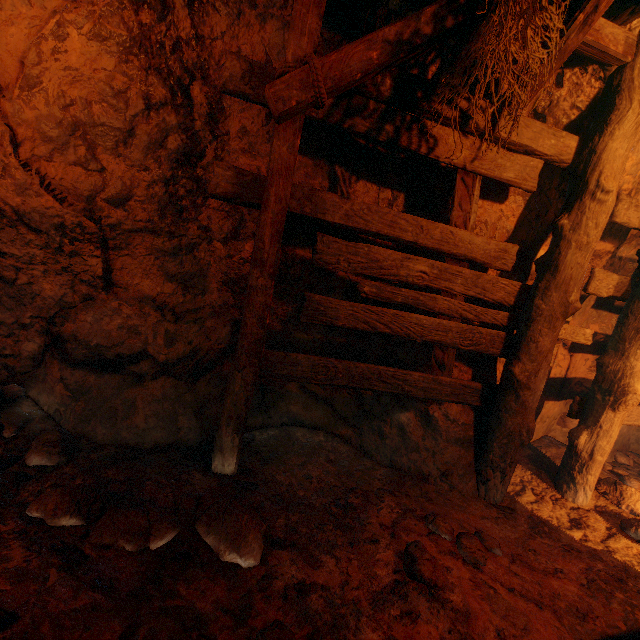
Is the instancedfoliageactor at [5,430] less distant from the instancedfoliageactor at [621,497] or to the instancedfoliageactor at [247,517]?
the instancedfoliageactor at [247,517]

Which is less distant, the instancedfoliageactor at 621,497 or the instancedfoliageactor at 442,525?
the instancedfoliageactor at 442,525

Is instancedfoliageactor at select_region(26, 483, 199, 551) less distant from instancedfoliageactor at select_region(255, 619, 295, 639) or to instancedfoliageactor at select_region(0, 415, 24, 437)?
instancedfoliageactor at select_region(255, 619, 295, 639)

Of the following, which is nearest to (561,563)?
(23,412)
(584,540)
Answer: (584,540)

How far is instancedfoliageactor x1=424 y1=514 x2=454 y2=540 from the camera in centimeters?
239cm

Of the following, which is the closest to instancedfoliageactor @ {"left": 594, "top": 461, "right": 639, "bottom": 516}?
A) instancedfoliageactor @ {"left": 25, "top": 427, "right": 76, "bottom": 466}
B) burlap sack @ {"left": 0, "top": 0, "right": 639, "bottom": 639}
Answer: burlap sack @ {"left": 0, "top": 0, "right": 639, "bottom": 639}

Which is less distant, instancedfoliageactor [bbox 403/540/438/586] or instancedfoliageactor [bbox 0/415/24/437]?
instancedfoliageactor [bbox 403/540/438/586]

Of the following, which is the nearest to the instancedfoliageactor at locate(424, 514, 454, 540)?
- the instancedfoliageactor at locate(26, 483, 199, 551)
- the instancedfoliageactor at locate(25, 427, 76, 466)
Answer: the instancedfoliageactor at locate(26, 483, 199, 551)
